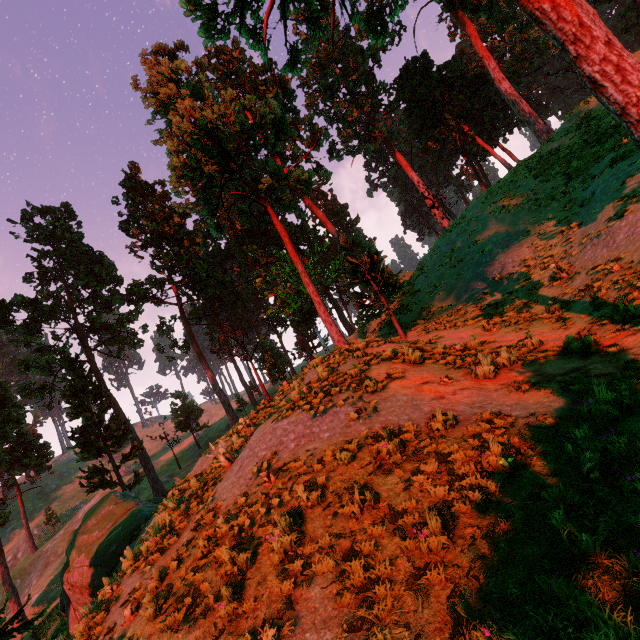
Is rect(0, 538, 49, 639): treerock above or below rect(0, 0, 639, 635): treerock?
below

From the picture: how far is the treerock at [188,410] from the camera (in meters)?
42.88

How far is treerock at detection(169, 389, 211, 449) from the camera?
42.9 meters

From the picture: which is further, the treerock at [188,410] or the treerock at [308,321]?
the treerock at [188,410]

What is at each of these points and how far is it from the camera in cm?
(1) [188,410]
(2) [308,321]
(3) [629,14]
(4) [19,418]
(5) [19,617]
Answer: (1) treerock, 4400
(2) treerock, 3769
(3) treerock, 3691
(4) treerock, 3097
(5) treerock, 2628

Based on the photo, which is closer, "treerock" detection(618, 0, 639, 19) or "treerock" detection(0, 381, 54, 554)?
"treerock" detection(0, 381, 54, 554)

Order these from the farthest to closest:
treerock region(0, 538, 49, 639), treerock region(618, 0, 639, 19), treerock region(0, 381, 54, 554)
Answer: treerock region(618, 0, 639, 19) < treerock region(0, 381, 54, 554) < treerock region(0, 538, 49, 639)
